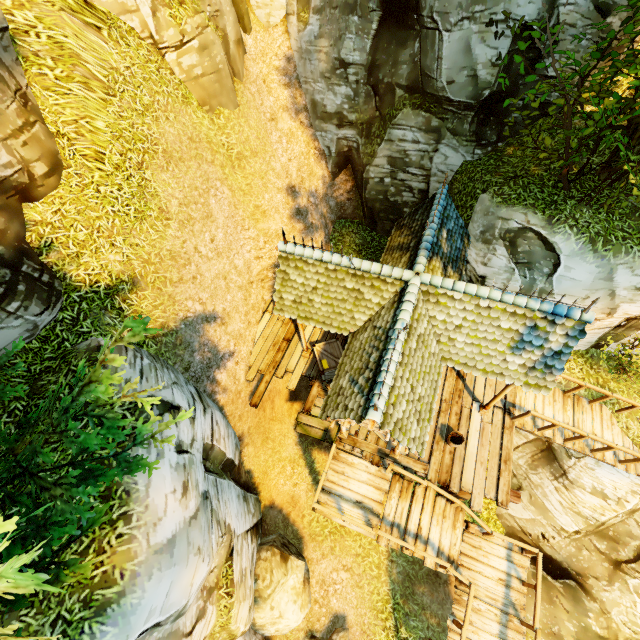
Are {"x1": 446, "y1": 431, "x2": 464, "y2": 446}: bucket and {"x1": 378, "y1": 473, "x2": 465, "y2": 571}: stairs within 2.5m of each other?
yes

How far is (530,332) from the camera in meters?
7.1

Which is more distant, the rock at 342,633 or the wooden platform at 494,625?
the rock at 342,633

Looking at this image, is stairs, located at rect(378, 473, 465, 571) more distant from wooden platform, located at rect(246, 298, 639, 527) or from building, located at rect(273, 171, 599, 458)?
building, located at rect(273, 171, 599, 458)

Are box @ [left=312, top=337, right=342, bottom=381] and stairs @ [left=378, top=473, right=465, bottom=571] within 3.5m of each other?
no

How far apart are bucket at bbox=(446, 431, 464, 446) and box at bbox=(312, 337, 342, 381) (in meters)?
3.64

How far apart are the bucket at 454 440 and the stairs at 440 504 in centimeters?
141cm

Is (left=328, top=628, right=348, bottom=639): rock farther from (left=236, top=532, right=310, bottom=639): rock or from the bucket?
the bucket
